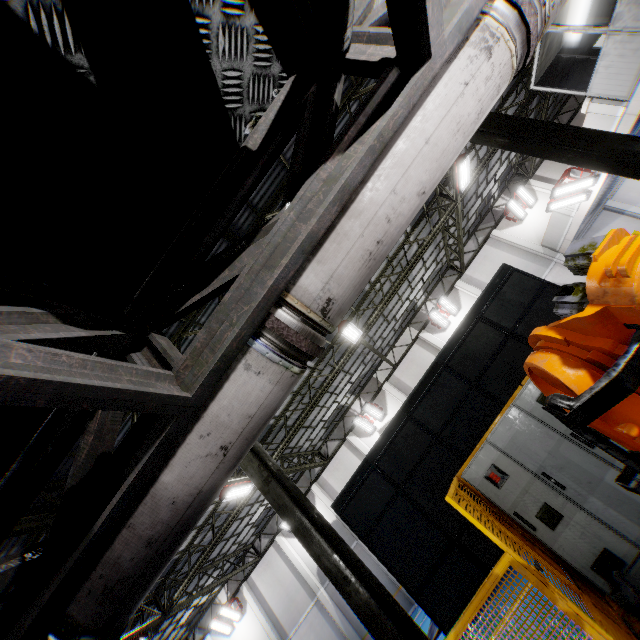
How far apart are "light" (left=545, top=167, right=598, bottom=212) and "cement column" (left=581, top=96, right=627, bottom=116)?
2.4m

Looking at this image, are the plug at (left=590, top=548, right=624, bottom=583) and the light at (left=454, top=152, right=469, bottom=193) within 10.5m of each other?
no

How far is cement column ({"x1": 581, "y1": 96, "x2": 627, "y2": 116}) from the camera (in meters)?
10.41

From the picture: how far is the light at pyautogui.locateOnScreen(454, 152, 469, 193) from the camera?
11.88m

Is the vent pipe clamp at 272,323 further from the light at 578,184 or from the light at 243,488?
the light at 578,184

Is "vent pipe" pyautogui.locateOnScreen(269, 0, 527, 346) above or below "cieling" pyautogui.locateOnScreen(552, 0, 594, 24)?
below

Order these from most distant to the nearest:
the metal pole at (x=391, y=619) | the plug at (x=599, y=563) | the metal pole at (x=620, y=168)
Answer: the metal pole at (x=620, y=168), the metal pole at (x=391, y=619), the plug at (x=599, y=563)

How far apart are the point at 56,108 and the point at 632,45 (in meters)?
14.25
